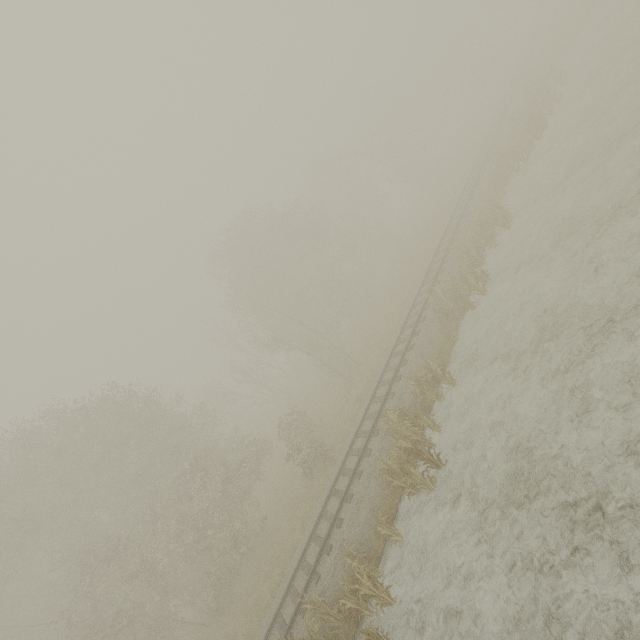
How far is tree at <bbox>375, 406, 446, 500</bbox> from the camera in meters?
10.6

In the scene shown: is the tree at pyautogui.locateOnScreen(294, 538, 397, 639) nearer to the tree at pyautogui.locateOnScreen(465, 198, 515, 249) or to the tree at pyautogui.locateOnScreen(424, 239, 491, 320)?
the tree at pyautogui.locateOnScreen(424, 239, 491, 320)

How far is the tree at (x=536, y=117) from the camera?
20.80m

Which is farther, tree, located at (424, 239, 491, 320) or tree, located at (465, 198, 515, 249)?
tree, located at (465, 198, 515, 249)

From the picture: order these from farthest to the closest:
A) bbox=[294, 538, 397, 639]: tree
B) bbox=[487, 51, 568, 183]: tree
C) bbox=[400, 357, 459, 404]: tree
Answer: bbox=[487, 51, 568, 183]: tree < bbox=[400, 357, 459, 404]: tree < bbox=[294, 538, 397, 639]: tree

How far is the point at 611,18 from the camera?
23.5m

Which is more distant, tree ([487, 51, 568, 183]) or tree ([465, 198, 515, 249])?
tree ([487, 51, 568, 183])

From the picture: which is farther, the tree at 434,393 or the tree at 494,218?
the tree at 494,218
